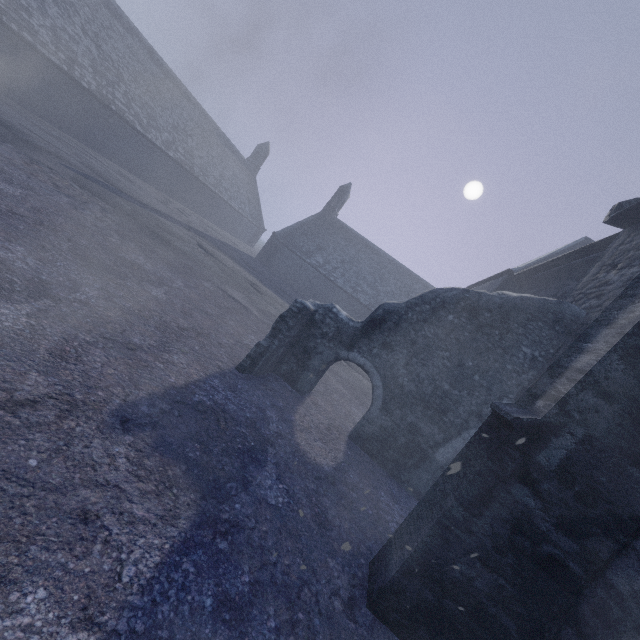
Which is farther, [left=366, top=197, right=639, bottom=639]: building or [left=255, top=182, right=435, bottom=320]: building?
[left=255, top=182, right=435, bottom=320]: building

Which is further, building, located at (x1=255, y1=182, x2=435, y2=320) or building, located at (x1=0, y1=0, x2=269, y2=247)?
building, located at (x1=255, y1=182, x2=435, y2=320)

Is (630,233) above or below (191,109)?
below

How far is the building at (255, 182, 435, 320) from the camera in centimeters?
3077cm

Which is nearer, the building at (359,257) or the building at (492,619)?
the building at (492,619)

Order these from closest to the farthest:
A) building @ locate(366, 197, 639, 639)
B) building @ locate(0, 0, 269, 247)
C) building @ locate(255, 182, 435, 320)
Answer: building @ locate(366, 197, 639, 639) → building @ locate(0, 0, 269, 247) → building @ locate(255, 182, 435, 320)

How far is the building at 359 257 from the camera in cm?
3077
